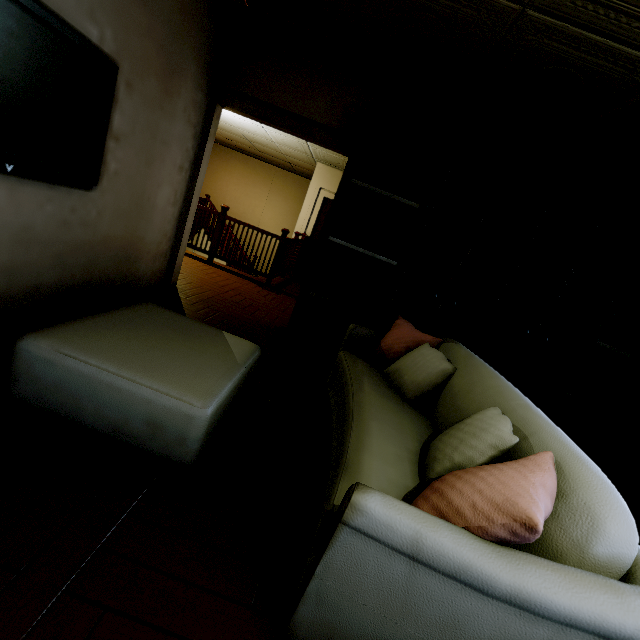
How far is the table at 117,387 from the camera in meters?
1.4 m

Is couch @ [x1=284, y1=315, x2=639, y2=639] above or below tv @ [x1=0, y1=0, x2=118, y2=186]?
below

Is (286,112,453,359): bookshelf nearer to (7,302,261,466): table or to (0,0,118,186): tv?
(7,302,261,466): table

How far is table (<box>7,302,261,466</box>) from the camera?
1.4 meters

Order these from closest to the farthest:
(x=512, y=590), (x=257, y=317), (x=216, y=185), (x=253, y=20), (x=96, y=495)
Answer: (x=512, y=590) → (x=96, y=495) → (x=253, y=20) → (x=257, y=317) → (x=216, y=185)

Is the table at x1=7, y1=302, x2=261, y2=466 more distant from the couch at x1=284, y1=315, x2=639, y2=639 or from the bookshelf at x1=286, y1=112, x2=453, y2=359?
the bookshelf at x1=286, y1=112, x2=453, y2=359

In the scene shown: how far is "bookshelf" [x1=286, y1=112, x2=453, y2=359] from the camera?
3.09m

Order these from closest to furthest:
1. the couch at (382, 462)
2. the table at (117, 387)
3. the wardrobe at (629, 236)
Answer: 1. the couch at (382, 462)
2. the table at (117, 387)
3. the wardrobe at (629, 236)
